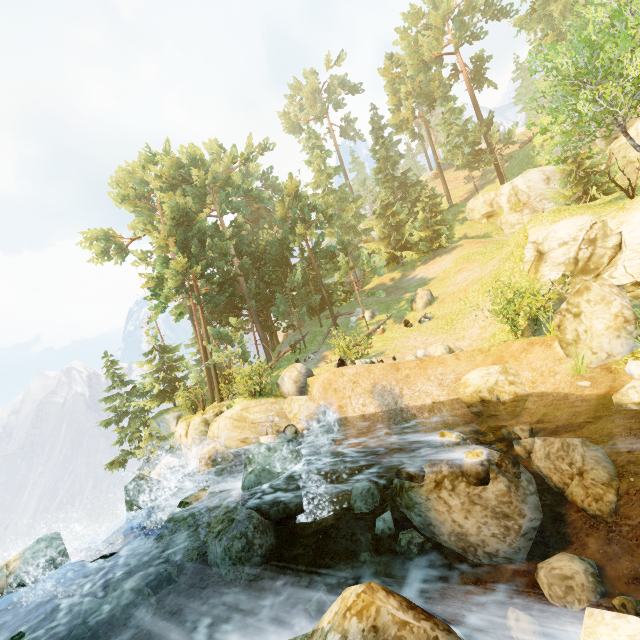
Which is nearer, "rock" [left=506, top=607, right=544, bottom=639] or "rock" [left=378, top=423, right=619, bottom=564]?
"rock" [left=506, top=607, right=544, bottom=639]

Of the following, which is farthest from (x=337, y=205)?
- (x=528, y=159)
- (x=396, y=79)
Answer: (x=528, y=159)

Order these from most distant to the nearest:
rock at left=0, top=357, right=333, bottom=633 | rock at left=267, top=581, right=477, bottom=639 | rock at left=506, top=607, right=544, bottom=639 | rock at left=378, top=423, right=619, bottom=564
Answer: rock at left=0, top=357, right=333, bottom=633 → rock at left=378, top=423, right=619, bottom=564 → rock at left=506, top=607, right=544, bottom=639 → rock at left=267, top=581, right=477, bottom=639

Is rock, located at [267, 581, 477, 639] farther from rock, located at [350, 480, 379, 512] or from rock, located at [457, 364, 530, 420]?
rock, located at [457, 364, 530, 420]

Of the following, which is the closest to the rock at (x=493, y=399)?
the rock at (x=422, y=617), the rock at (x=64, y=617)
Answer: the rock at (x=422, y=617)

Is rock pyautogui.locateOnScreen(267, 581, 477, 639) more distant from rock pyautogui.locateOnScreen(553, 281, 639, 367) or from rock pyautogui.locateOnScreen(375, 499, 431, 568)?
rock pyautogui.locateOnScreen(553, 281, 639, 367)

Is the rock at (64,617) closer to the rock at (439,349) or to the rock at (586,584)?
the rock at (586,584)
